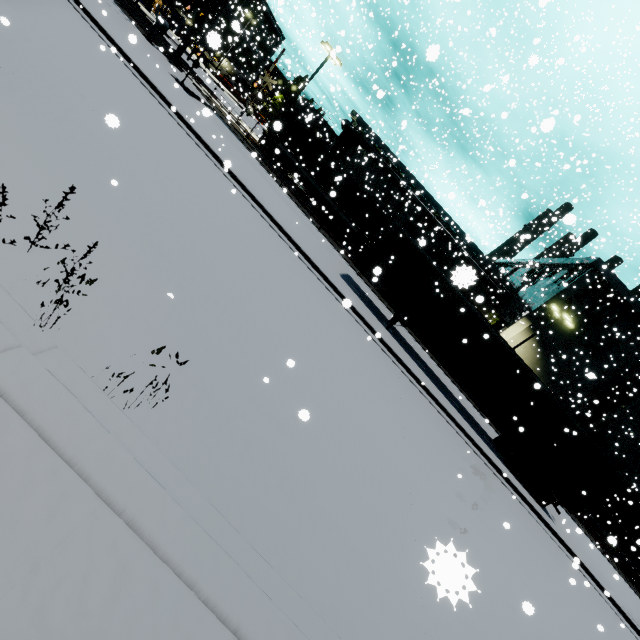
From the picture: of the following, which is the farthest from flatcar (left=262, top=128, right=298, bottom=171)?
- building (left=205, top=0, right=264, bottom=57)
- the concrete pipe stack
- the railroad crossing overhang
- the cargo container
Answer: the concrete pipe stack

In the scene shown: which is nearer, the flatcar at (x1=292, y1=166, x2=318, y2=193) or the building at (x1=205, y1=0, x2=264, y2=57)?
the building at (x1=205, y1=0, x2=264, y2=57)

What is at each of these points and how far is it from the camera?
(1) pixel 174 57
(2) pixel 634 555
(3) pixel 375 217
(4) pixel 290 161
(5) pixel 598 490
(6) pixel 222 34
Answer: (1) railroad crossing overhang, 21.9m
(2) building, 33.4m
(3) cargo container, 26.3m
(4) flatcar, 27.2m
(5) semi trailer, 14.2m
(6) building, 56.9m

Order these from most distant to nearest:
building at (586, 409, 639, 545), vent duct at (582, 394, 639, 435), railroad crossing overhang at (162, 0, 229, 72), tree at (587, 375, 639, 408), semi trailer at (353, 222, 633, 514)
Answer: building at (586, 409, 639, 545) → tree at (587, 375, 639, 408) → vent duct at (582, 394, 639, 435) → railroad crossing overhang at (162, 0, 229, 72) → semi trailer at (353, 222, 633, 514)

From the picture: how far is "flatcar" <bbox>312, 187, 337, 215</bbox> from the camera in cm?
2681

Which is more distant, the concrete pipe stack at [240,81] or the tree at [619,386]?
the concrete pipe stack at [240,81]

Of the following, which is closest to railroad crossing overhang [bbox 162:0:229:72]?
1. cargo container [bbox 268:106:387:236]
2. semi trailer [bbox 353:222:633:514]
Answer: cargo container [bbox 268:106:387:236]

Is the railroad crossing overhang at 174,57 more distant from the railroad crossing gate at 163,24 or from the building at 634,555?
the building at 634,555
